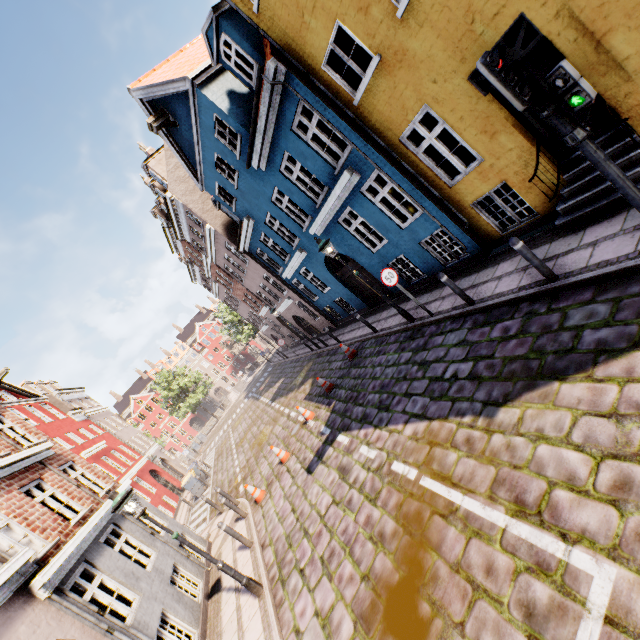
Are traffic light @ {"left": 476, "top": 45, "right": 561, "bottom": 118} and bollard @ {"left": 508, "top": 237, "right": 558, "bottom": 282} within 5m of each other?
yes

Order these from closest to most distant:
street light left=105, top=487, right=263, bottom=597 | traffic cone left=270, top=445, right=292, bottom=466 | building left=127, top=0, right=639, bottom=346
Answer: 1. building left=127, top=0, right=639, bottom=346
2. street light left=105, top=487, right=263, bottom=597
3. traffic cone left=270, top=445, right=292, bottom=466

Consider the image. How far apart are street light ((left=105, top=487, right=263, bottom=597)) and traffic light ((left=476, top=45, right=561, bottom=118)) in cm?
892

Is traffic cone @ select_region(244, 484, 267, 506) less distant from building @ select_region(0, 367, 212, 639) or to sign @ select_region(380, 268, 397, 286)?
building @ select_region(0, 367, 212, 639)

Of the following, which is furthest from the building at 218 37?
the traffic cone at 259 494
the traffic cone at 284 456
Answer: the traffic cone at 284 456

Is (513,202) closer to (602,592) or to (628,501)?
(628,501)

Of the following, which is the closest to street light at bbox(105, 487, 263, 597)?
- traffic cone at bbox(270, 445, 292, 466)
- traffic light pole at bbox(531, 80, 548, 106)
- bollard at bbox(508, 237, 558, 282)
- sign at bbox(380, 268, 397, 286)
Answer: traffic cone at bbox(270, 445, 292, 466)
